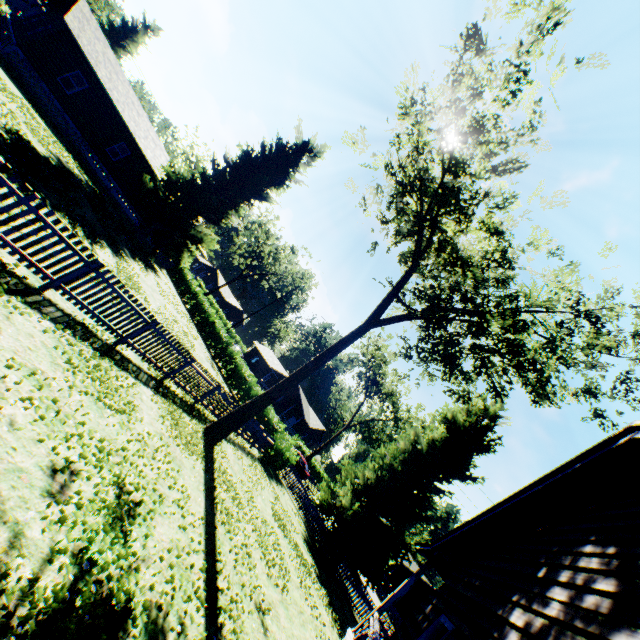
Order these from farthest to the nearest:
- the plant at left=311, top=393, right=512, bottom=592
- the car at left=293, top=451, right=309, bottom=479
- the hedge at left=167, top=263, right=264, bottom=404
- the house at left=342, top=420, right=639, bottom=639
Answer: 1. the car at left=293, top=451, right=309, bottom=479
2. the hedge at left=167, top=263, right=264, bottom=404
3. the plant at left=311, top=393, right=512, bottom=592
4. the house at left=342, top=420, right=639, bottom=639

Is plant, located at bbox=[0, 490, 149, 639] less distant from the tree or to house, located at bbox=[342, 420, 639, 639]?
house, located at bbox=[342, 420, 639, 639]

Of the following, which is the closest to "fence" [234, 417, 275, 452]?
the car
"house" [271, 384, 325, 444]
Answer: the car

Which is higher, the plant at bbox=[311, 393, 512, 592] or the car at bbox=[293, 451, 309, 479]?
the plant at bbox=[311, 393, 512, 592]

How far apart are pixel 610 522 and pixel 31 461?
7.5m

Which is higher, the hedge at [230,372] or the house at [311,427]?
the house at [311,427]

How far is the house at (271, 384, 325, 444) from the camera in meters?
51.6

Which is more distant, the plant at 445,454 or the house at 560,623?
the plant at 445,454
